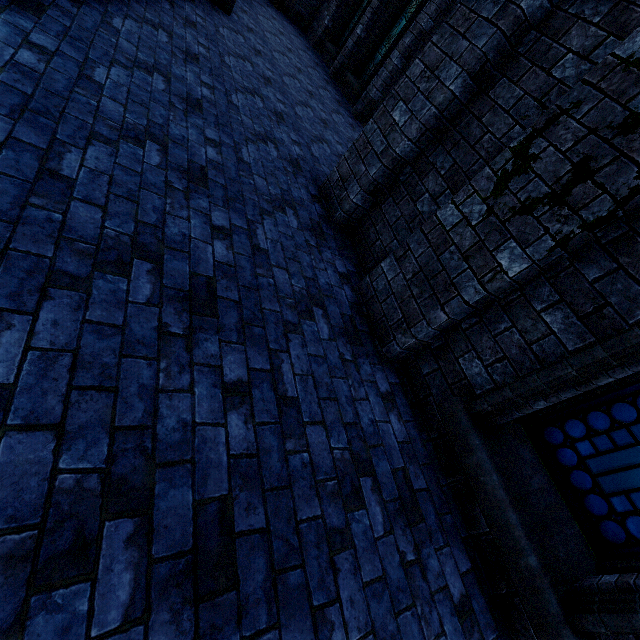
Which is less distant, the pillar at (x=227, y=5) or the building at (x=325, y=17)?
the pillar at (x=227, y=5)

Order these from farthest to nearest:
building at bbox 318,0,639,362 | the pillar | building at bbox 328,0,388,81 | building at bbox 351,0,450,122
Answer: building at bbox 328,0,388,81 < building at bbox 351,0,450,122 < the pillar < building at bbox 318,0,639,362

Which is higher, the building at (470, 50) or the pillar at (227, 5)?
the building at (470, 50)

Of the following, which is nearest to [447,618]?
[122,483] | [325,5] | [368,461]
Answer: [368,461]

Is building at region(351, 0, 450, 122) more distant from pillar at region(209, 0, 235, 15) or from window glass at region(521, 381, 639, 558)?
window glass at region(521, 381, 639, 558)

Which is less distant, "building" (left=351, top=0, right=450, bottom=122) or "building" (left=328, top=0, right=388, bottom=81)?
"building" (left=351, top=0, right=450, bottom=122)
